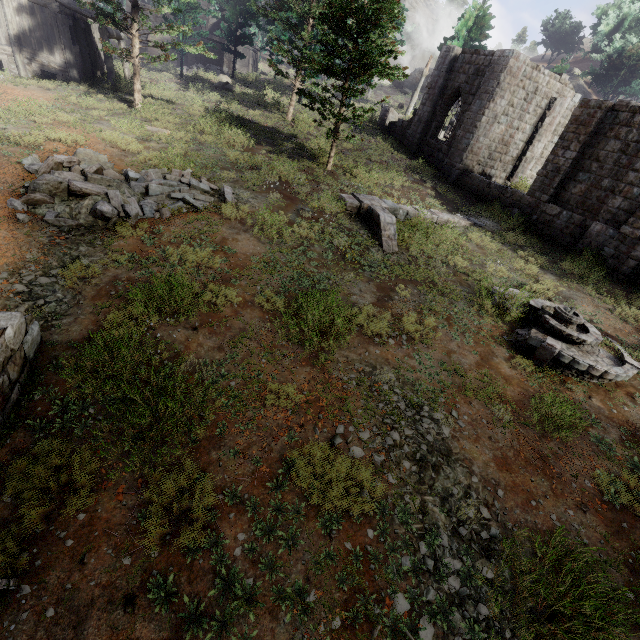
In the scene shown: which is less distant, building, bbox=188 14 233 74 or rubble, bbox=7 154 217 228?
rubble, bbox=7 154 217 228

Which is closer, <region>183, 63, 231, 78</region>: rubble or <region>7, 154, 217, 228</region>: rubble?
<region>7, 154, 217, 228</region>: rubble

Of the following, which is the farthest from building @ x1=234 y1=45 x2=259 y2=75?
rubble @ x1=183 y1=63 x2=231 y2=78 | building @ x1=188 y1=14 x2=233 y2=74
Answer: rubble @ x1=183 y1=63 x2=231 y2=78

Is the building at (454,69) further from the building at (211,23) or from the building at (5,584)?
the building at (211,23)

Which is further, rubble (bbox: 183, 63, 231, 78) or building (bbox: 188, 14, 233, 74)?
building (bbox: 188, 14, 233, 74)

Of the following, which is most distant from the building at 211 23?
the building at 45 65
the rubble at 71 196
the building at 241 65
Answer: the rubble at 71 196

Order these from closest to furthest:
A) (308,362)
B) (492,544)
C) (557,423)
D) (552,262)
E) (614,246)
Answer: (492,544)
(557,423)
(308,362)
(614,246)
(552,262)

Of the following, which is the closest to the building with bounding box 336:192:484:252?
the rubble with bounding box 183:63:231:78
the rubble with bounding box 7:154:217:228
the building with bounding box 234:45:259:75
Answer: the rubble with bounding box 7:154:217:228
